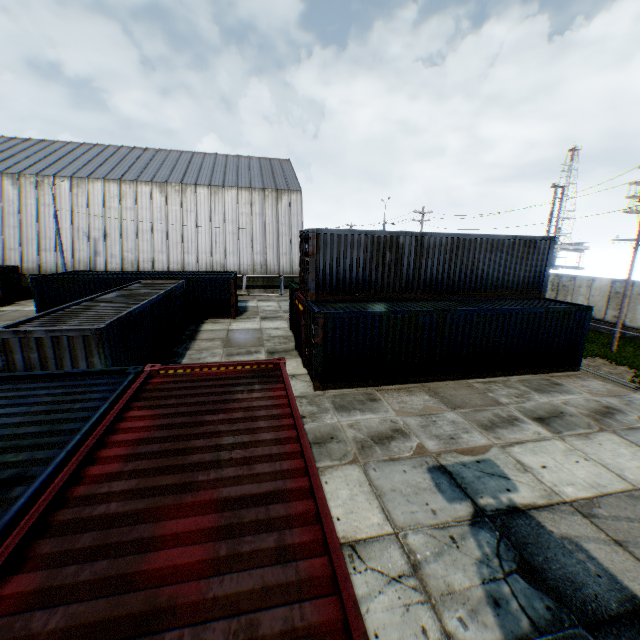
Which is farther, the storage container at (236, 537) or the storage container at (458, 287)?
the storage container at (458, 287)

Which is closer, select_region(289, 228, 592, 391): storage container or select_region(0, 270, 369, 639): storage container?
select_region(0, 270, 369, 639): storage container

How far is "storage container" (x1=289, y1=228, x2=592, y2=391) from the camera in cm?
1205

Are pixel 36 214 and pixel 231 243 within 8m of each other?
no

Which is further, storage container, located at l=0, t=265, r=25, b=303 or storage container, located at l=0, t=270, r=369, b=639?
storage container, located at l=0, t=265, r=25, b=303

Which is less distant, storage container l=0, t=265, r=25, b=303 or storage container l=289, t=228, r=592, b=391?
storage container l=289, t=228, r=592, b=391

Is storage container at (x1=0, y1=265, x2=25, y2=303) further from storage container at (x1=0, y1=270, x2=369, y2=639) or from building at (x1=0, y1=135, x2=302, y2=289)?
storage container at (x1=0, y1=270, x2=369, y2=639)

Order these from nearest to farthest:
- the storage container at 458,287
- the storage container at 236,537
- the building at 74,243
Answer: the storage container at 236,537, the storage container at 458,287, the building at 74,243
